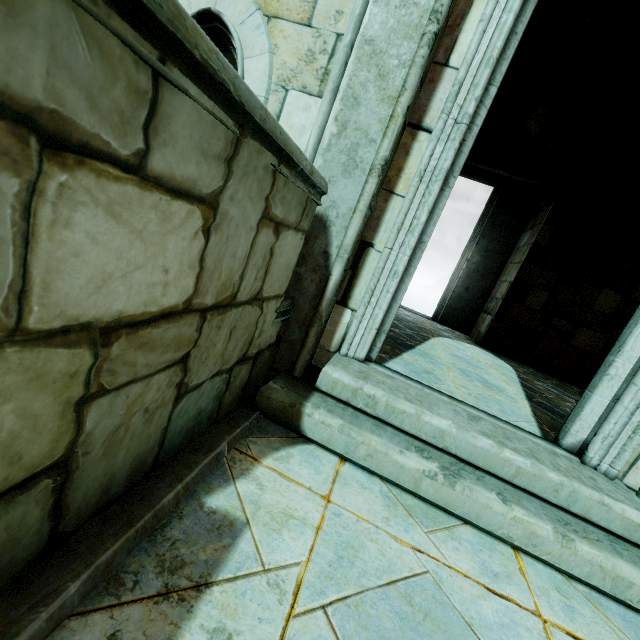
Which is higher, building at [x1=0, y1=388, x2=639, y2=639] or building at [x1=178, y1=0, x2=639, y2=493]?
building at [x1=178, y1=0, x2=639, y2=493]

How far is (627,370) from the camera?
2.3m

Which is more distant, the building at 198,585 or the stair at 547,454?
the stair at 547,454

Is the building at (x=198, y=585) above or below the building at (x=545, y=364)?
below

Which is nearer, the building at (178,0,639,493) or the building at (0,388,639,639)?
the building at (0,388,639,639)

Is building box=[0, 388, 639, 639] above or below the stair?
below

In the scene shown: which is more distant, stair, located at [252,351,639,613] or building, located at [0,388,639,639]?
stair, located at [252,351,639,613]
